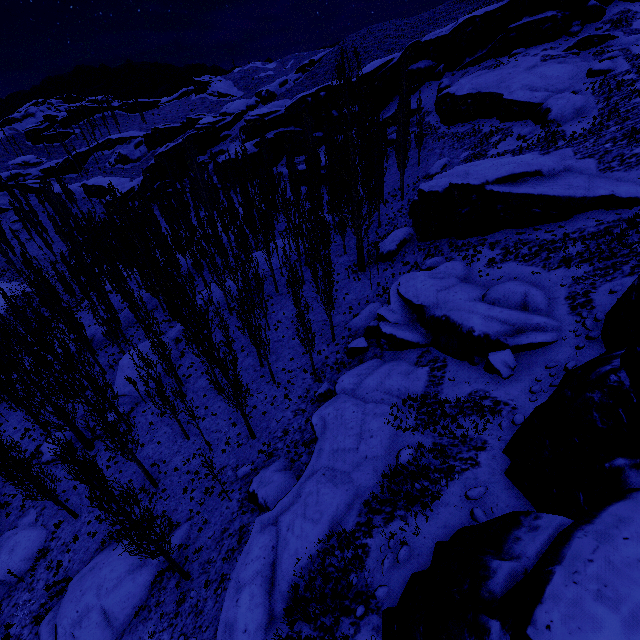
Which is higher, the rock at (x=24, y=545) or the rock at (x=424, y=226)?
the rock at (x=424, y=226)

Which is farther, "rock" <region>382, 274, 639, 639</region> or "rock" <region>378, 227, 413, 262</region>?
"rock" <region>378, 227, 413, 262</region>

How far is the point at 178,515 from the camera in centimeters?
1828cm

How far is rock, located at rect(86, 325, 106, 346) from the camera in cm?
3675

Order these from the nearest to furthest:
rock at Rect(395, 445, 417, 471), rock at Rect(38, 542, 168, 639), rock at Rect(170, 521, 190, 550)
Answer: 1. rock at Rect(395, 445, 417, 471)
2. rock at Rect(38, 542, 168, 639)
3. rock at Rect(170, 521, 190, 550)

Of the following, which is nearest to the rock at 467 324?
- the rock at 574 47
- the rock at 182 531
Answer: the rock at 574 47

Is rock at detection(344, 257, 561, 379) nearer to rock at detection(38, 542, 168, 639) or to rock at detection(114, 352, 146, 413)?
rock at detection(38, 542, 168, 639)

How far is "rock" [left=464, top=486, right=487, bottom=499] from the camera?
9.9 meters
